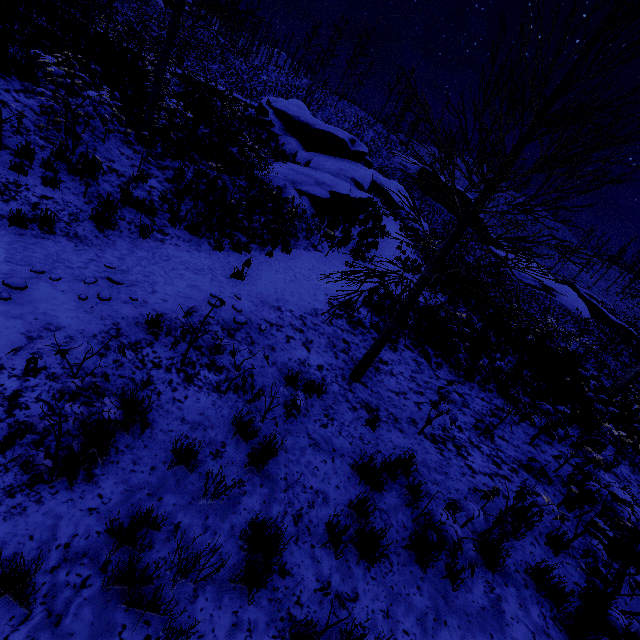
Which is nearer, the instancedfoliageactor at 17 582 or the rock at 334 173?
the instancedfoliageactor at 17 582

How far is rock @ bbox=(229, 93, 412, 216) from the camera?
15.7m

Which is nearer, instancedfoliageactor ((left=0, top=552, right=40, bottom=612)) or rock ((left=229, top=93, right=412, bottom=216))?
instancedfoliageactor ((left=0, top=552, right=40, bottom=612))

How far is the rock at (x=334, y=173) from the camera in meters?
15.7 m

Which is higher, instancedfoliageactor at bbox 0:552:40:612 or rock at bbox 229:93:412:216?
rock at bbox 229:93:412:216

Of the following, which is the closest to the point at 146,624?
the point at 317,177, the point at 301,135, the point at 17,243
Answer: the point at 17,243
